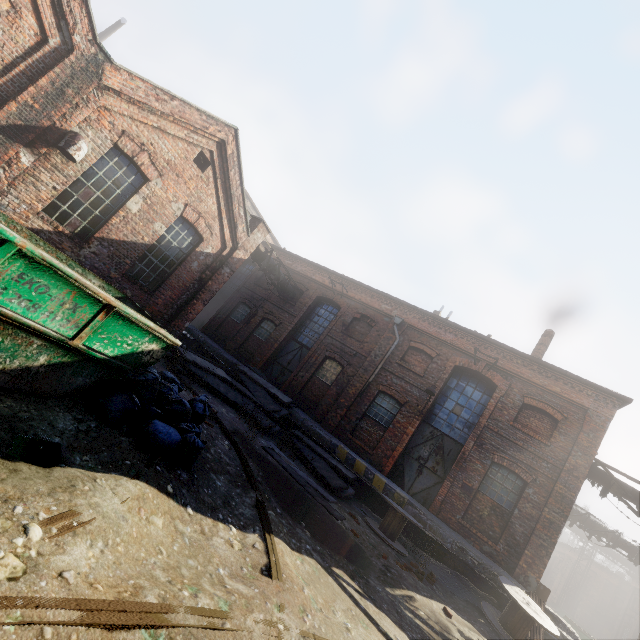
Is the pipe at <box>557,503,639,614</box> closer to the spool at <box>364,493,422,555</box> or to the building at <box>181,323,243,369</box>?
the building at <box>181,323,243,369</box>

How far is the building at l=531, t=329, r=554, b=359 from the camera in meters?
16.3 m

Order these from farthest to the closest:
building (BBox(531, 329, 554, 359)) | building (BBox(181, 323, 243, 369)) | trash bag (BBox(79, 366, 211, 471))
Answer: building (BBox(181, 323, 243, 369))
building (BBox(531, 329, 554, 359))
trash bag (BBox(79, 366, 211, 471))

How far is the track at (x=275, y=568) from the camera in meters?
3.6

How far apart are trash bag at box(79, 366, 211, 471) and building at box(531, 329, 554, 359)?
16.13m

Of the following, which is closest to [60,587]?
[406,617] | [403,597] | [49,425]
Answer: [49,425]

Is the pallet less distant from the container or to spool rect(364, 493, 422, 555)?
spool rect(364, 493, 422, 555)

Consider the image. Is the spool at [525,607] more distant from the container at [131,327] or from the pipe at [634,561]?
the container at [131,327]
